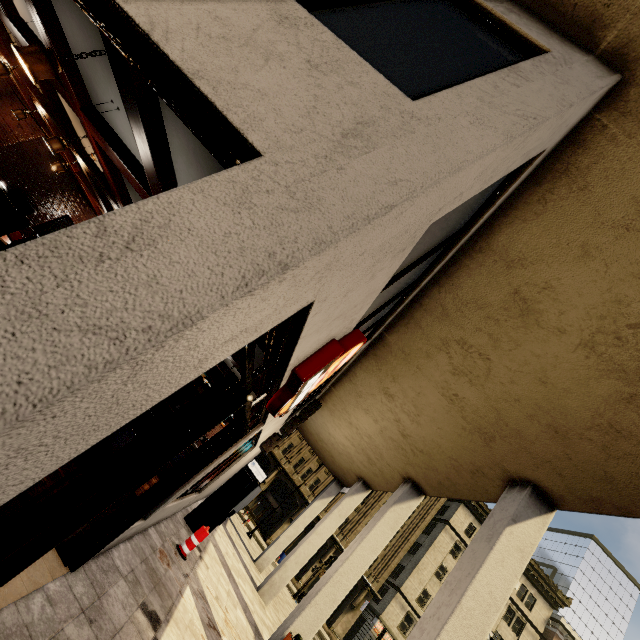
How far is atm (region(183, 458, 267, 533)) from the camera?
9.4 meters

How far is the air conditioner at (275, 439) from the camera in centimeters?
1056cm

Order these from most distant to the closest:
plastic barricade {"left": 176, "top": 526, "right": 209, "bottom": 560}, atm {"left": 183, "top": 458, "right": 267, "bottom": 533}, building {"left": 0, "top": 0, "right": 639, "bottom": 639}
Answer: atm {"left": 183, "top": 458, "right": 267, "bottom": 533} < plastic barricade {"left": 176, "top": 526, "right": 209, "bottom": 560} < building {"left": 0, "top": 0, "right": 639, "bottom": 639}

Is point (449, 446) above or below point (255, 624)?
above

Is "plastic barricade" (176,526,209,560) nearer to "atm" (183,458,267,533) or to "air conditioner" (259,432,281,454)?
"atm" (183,458,267,533)

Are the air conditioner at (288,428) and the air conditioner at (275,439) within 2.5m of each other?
yes

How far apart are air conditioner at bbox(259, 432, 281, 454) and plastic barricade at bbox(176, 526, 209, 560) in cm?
308

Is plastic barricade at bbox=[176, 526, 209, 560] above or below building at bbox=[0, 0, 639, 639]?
below
